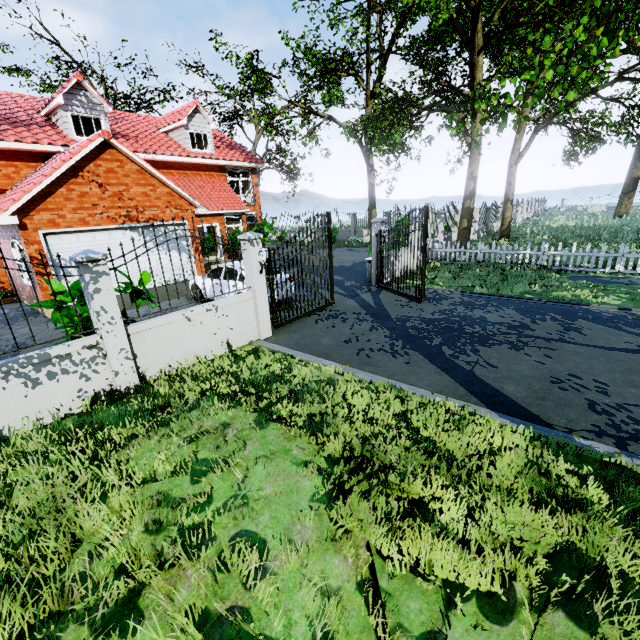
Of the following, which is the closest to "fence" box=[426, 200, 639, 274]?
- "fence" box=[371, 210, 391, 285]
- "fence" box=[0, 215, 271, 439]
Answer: "fence" box=[371, 210, 391, 285]

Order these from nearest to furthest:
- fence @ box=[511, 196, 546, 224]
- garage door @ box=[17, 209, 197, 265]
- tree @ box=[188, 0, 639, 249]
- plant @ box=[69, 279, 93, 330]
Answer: tree @ box=[188, 0, 639, 249]
plant @ box=[69, 279, 93, 330]
garage door @ box=[17, 209, 197, 265]
fence @ box=[511, 196, 546, 224]

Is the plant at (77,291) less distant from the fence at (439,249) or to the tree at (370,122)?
the tree at (370,122)

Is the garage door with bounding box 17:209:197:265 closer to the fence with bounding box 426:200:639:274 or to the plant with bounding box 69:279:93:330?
the plant with bounding box 69:279:93:330

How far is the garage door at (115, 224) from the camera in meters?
10.3 m

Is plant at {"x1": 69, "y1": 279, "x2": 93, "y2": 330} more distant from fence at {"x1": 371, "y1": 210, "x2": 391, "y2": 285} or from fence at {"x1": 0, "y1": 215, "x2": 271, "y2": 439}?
fence at {"x1": 371, "y1": 210, "x2": 391, "y2": 285}

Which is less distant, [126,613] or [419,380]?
[126,613]

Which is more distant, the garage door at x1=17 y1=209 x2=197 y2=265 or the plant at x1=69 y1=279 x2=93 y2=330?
the garage door at x1=17 y1=209 x2=197 y2=265
